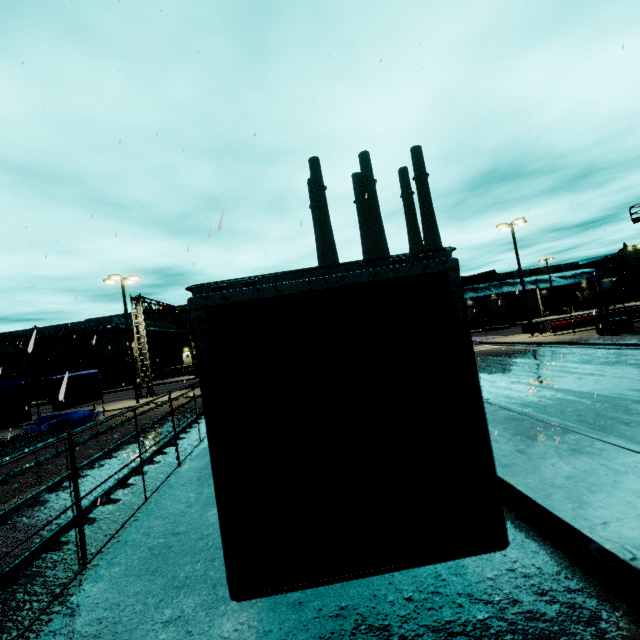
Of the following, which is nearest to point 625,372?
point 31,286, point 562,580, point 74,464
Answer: point 562,580

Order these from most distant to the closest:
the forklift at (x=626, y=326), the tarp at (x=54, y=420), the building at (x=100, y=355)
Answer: the building at (x=100, y=355) → the forklift at (x=626, y=326) → the tarp at (x=54, y=420)

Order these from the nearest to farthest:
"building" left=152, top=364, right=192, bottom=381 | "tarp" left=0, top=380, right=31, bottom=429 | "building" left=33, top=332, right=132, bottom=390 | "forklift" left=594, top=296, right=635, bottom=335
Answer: "tarp" left=0, top=380, right=31, bottom=429 < "forklift" left=594, top=296, right=635, bottom=335 < "building" left=33, top=332, right=132, bottom=390 < "building" left=152, top=364, right=192, bottom=381

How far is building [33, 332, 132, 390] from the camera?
47.4m

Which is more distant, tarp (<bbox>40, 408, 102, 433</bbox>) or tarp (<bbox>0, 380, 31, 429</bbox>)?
tarp (<bbox>40, 408, 102, 433</bbox>)

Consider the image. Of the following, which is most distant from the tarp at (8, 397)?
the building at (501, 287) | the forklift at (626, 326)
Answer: the forklift at (626, 326)

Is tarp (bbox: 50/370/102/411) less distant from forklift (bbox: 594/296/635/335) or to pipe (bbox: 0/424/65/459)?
pipe (bbox: 0/424/65/459)

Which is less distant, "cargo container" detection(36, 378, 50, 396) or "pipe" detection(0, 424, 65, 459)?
"pipe" detection(0, 424, 65, 459)
